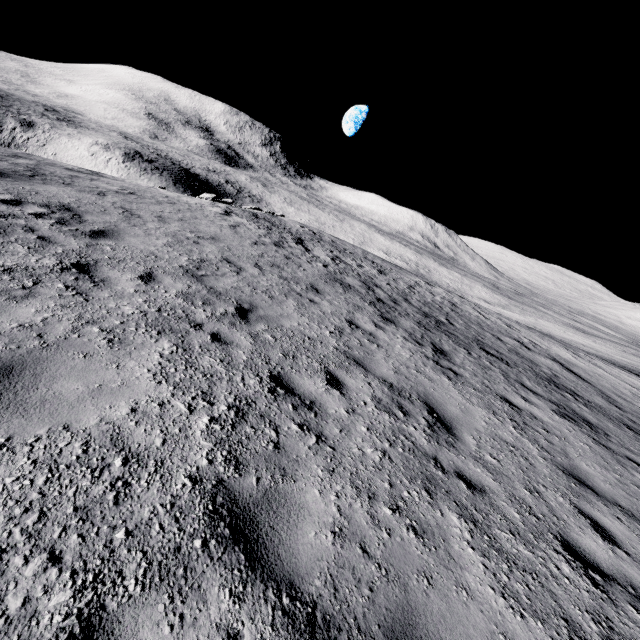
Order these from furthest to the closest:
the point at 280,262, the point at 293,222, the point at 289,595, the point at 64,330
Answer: the point at 293,222 < the point at 280,262 < the point at 64,330 < the point at 289,595
